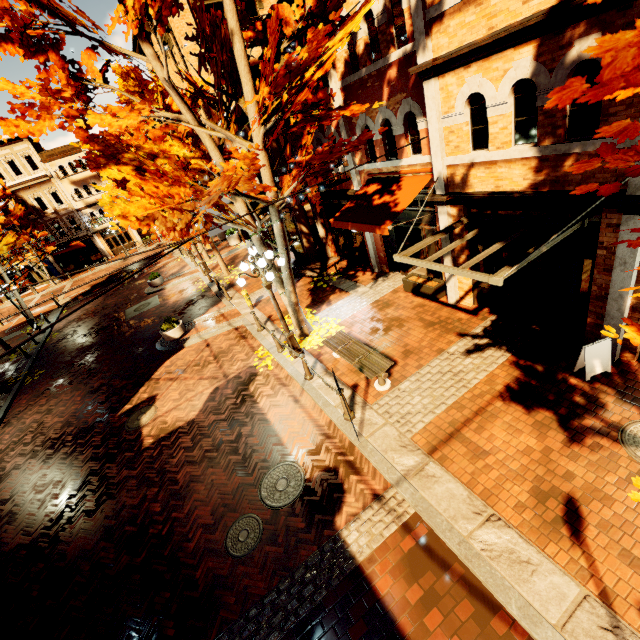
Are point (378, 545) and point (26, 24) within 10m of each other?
no

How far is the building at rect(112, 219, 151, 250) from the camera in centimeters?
3953cm

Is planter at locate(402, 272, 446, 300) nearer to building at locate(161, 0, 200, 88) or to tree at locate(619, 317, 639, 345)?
building at locate(161, 0, 200, 88)

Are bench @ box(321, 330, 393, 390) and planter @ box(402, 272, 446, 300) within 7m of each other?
yes

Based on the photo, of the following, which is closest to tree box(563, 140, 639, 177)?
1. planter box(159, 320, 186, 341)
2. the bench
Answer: the bench

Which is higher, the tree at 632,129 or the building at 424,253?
the tree at 632,129

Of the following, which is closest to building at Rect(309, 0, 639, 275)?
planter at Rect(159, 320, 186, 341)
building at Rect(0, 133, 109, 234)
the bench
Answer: the bench

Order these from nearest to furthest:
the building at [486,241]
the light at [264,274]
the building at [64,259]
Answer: the building at [486,241]
the light at [264,274]
the building at [64,259]
